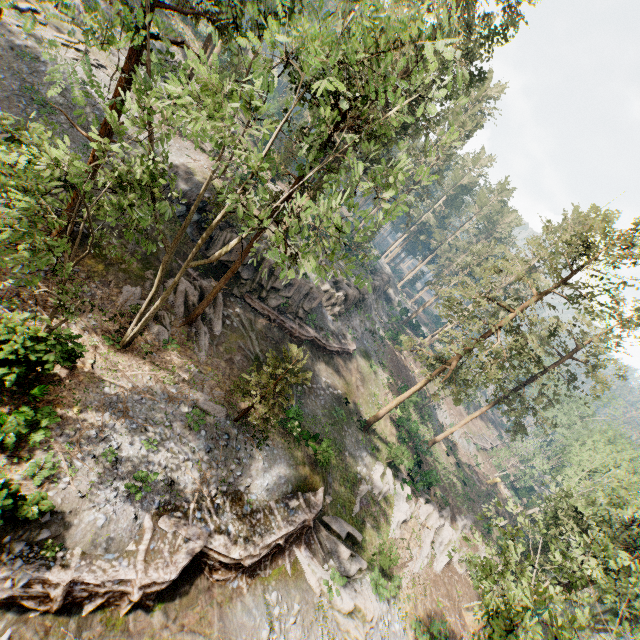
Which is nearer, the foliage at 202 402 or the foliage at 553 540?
the foliage at 553 540

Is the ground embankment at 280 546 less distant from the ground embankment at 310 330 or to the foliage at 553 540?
the foliage at 553 540

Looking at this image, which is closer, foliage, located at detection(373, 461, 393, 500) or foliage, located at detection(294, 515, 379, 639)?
foliage, located at detection(294, 515, 379, 639)

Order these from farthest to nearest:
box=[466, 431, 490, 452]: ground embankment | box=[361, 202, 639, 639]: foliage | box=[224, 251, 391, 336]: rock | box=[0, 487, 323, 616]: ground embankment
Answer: box=[466, 431, 490, 452]: ground embankment, box=[224, 251, 391, 336]: rock, box=[361, 202, 639, 639]: foliage, box=[0, 487, 323, 616]: ground embankment

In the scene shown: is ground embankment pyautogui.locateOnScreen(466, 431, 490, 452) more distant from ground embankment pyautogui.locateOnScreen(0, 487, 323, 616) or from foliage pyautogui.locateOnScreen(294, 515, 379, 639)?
ground embankment pyautogui.locateOnScreen(0, 487, 323, 616)

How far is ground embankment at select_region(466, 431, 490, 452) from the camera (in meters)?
54.56

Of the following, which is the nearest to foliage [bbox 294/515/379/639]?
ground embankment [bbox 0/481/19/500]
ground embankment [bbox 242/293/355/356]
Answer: ground embankment [bbox 0/481/19/500]

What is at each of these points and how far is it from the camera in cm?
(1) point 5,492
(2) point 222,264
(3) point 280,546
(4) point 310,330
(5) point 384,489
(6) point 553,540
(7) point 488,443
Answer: (1) ground embankment, 909
(2) rock, 2509
(3) ground embankment, 1697
(4) ground embankment, 2927
(5) foliage, 2698
(6) foliage, 1449
(7) ground embankment, 5903
